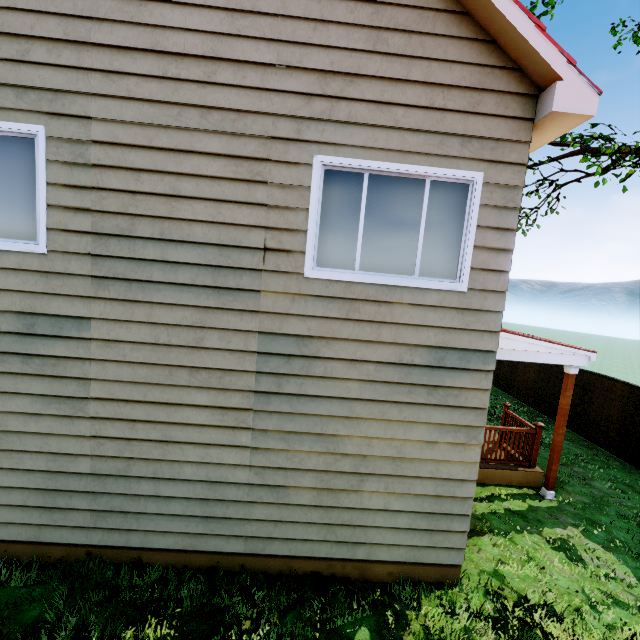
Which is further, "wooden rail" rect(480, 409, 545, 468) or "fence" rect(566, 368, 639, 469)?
"fence" rect(566, 368, 639, 469)

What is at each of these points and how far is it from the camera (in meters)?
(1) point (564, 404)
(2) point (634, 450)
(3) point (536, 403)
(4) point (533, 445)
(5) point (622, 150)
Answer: (1) pillar, 6.40
(2) fence, 8.30
(3) fence, 11.88
(4) wooden rail, 7.02
(5) tree, 7.96

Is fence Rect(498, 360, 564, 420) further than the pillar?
Yes

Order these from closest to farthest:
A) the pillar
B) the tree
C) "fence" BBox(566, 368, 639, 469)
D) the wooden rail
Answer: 1. the tree
2. the pillar
3. the wooden rail
4. "fence" BBox(566, 368, 639, 469)

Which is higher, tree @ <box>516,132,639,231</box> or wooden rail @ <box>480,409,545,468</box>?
tree @ <box>516,132,639,231</box>

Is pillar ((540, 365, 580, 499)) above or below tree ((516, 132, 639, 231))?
below

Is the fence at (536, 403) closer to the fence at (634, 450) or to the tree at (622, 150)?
the fence at (634, 450)

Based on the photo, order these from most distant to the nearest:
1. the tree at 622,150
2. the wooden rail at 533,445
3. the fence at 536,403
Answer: the fence at 536,403 → the wooden rail at 533,445 → the tree at 622,150
